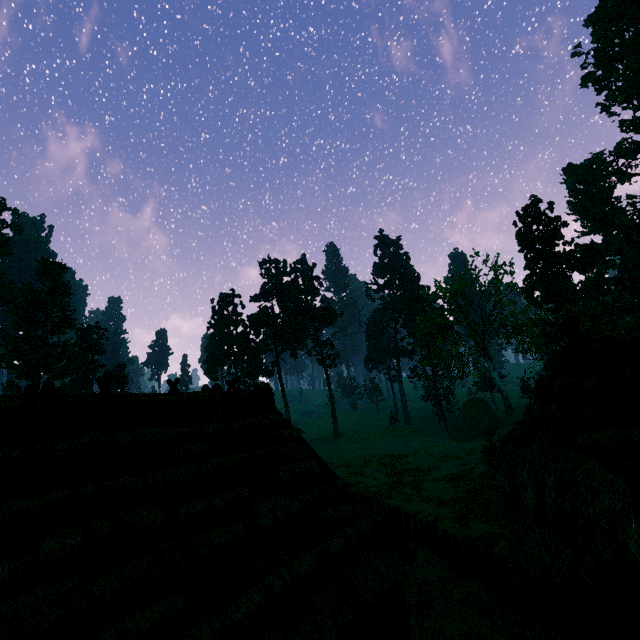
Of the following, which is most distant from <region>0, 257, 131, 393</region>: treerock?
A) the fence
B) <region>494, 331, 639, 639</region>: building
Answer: the fence

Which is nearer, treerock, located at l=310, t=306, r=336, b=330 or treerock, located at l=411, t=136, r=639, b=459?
treerock, located at l=411, t=136, r=639, b=459

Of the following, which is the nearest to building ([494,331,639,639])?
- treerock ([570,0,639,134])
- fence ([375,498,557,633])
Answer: fence ([375,498,557,633])

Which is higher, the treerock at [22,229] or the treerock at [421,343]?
the treerock at [22,229]

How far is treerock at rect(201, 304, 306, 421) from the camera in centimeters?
5438cm

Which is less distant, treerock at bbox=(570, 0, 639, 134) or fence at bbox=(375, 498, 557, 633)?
fence at bbox=(375, 498, 557, 633)

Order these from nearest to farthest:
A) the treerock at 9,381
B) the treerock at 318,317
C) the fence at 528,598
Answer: the fence at 528,598, the treerock at 9,381, the treerock at 318,317

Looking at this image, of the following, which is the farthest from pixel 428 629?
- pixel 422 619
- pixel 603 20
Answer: pixel 603 20
